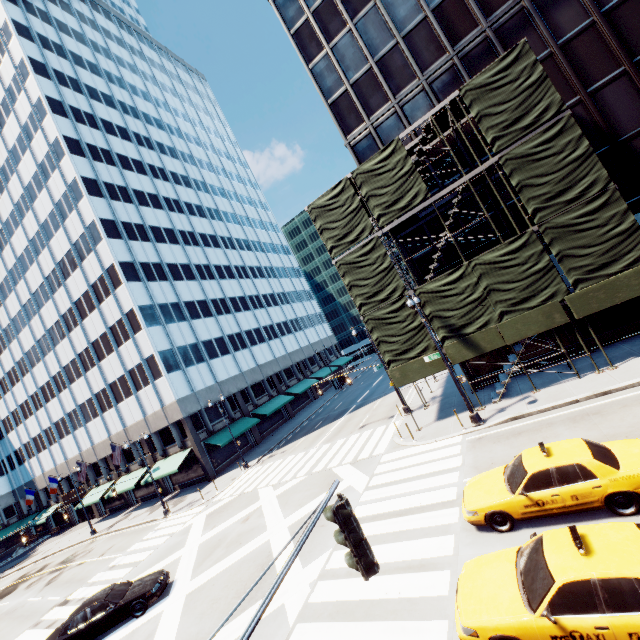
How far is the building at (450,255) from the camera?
20.8 meters

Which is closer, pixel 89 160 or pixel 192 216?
pixel 89 160

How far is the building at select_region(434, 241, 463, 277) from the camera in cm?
2084

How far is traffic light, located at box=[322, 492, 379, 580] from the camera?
3.7m

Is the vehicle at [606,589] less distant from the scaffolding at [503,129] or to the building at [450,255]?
the scaffolding at [503,129]

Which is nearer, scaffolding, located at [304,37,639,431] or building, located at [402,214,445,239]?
scaffolding, located at [304,37,639,431]

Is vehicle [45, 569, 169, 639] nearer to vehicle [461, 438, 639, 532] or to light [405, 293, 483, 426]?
vehicle [461, 438, 639, 532]

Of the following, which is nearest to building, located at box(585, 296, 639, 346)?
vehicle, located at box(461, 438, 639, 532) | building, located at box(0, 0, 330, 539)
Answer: vehicle, located at box(461, 438, 639, 532)
